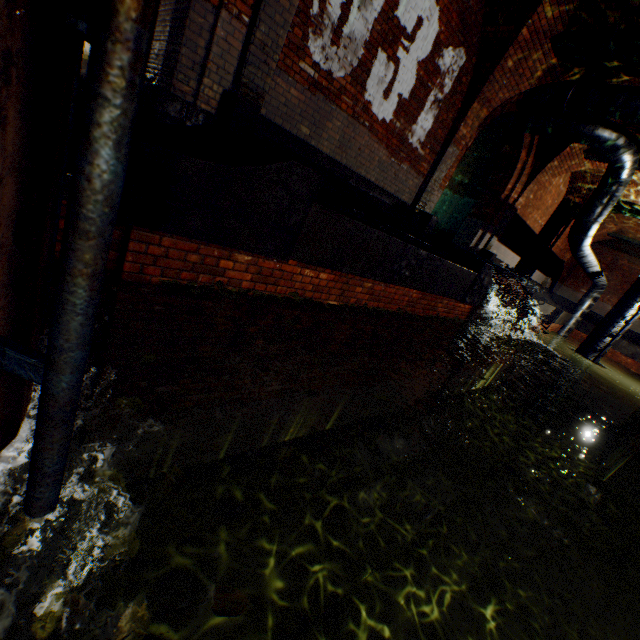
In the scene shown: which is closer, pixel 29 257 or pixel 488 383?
pixel 29 257

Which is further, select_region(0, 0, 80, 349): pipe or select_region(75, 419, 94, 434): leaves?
select_region(75, 419, 94, 434): leaves

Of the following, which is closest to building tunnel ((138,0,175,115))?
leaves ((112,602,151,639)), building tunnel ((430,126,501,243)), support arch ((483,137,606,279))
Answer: building tunnel ((430,126,501,243))

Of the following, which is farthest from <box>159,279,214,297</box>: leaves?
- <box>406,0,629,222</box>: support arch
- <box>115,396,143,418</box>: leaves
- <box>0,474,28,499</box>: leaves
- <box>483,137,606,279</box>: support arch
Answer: <box>483,137,606,279</box>: support arch

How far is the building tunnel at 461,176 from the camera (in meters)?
11.05

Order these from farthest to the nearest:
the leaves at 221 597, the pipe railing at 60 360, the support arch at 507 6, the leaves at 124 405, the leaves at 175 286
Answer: the support arch at 507 6 → the leaves at 175 286 → the leaves at 124 405 → the leaves at 221 597 → the pipe railing at 60 360

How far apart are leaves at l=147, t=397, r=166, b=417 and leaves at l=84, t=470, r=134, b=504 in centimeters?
34cm

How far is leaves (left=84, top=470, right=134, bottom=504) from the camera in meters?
1.2
